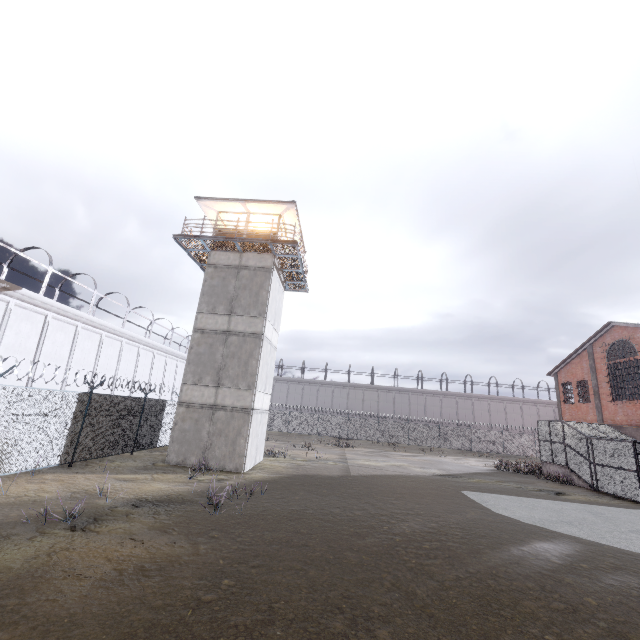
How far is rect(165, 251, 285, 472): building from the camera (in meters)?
16.17

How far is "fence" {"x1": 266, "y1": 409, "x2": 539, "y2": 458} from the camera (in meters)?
41.19

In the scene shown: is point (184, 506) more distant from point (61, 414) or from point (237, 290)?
point (237, 290)

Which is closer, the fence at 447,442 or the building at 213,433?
the building at 213,433

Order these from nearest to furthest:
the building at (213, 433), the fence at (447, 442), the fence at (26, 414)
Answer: the fence at (26, 414)
the building at (213, 433)
the fence at (447, 442)

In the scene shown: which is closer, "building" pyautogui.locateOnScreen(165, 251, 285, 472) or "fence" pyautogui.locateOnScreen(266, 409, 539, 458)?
"building" pyautogui.locateOnScreen(165, 251, 285, 472)

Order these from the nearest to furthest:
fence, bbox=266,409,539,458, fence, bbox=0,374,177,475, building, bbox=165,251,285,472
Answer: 1. fence, bbox=0,374,177,475
2. building, bbox=165,251,285,472
3. fence, bbox=266,409,539,458

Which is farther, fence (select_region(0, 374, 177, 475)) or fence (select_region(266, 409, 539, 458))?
fence (select_region(266, 409, 539, 458))
